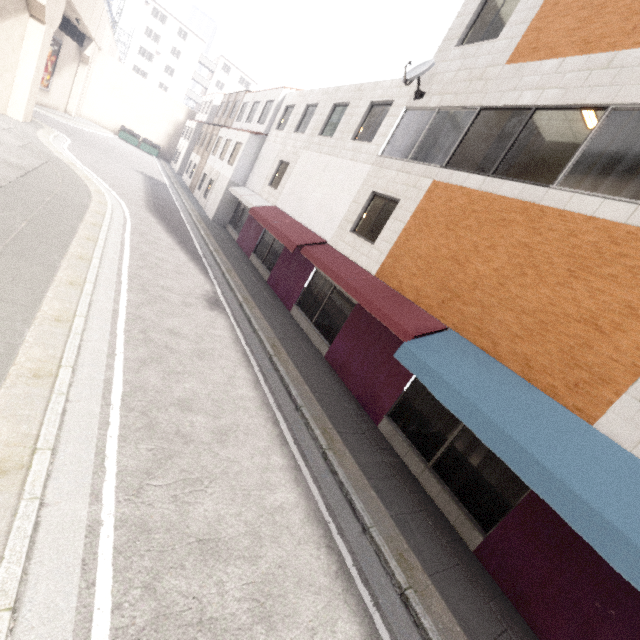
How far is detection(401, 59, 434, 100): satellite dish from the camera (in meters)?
9.31

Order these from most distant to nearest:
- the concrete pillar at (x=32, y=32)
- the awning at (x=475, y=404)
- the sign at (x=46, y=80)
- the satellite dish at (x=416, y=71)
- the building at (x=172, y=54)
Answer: the building at (x=172, y=54) → the sign at (x=46, y=80) → the concrete pillar at (x=32, y=32) → the satellite dish at (x=416, y=71) → the awning at (x=475, y=404)

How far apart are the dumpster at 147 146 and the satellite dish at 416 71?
39.2 meters

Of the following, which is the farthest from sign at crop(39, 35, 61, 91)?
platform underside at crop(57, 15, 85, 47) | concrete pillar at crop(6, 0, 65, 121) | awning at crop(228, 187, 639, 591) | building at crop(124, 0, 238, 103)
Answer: awning at crop(228, 187, 639, 591)

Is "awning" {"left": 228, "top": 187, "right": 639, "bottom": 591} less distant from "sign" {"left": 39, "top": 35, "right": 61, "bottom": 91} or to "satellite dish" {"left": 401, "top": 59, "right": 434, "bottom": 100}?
"satellite dish" {"left": 401, "top": 59, "right": 434, "bottom": 100}

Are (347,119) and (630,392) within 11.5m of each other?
no

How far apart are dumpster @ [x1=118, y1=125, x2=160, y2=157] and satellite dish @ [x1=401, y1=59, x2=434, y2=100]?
39.2 meters

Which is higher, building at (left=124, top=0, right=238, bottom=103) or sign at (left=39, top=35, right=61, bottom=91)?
building at (left=124, top=0, right=238, bottom=103)
